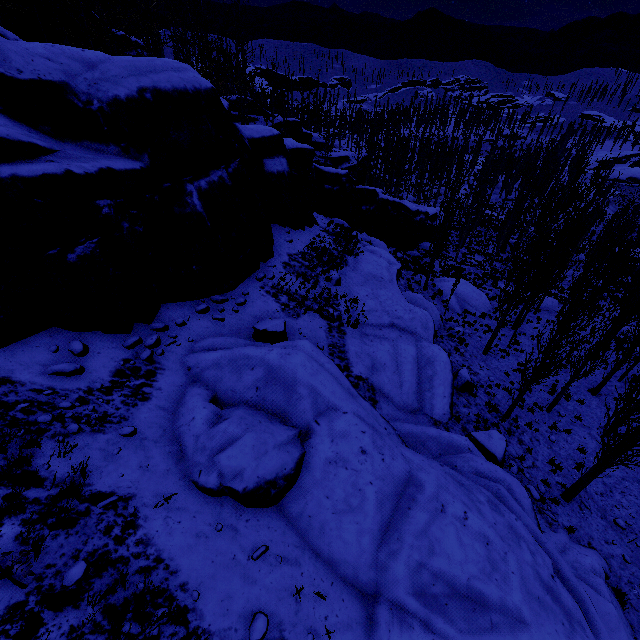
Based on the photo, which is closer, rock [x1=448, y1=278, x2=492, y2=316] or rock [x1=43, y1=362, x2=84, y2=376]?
rock [x1=43, y1=362, x2=84, y2=376]

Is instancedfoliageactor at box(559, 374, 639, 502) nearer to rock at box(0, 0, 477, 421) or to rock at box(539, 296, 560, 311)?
rock at box(0, 0, 477, 421)

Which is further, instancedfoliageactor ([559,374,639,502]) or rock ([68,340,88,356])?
instancedfoliageactor ([559,374,639,502])

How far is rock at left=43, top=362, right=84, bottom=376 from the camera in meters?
7.1

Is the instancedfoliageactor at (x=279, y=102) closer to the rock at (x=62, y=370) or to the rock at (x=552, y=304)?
the rock at (x=62, y=370)

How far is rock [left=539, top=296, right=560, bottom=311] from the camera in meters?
30.4 m

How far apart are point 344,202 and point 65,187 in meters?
23.2
